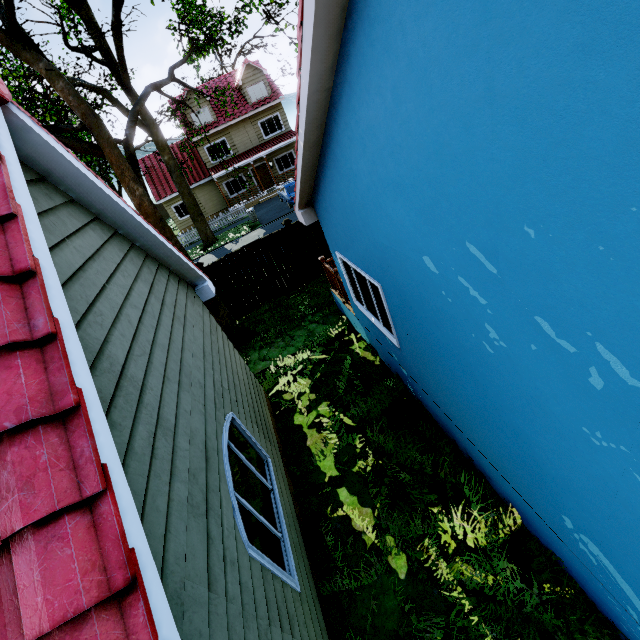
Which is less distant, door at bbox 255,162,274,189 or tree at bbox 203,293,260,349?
tree at bbox 203,293,260,349

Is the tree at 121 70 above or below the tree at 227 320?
above

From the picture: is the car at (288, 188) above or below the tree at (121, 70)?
below

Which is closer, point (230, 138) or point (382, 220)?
point (382, 220)

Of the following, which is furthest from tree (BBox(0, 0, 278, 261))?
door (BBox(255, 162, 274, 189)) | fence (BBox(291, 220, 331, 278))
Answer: door (BBox(255, 162, 274, 189))

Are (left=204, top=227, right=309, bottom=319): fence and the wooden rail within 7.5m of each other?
yes

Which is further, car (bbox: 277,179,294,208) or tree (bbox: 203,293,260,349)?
car (bbox: 277,179,294,208)

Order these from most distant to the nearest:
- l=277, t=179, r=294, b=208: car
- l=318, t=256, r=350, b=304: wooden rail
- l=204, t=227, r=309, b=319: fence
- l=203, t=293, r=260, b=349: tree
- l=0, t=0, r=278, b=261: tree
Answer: l=277, t=179, r=294, b=208: car → l=204, t=227, r=309, b=319: fence → l=203, t=293, r=260, b=349: tree → l=318, t=256, r=350, b=304: wooden rail → l=0, t=0, r=278, b=261: tree
